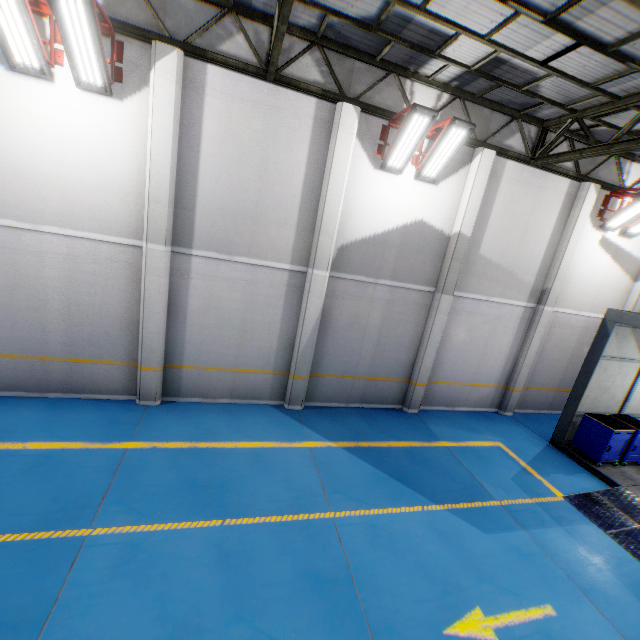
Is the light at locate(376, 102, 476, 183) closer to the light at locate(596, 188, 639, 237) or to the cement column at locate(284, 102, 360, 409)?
the cement column at locate(284, 102, 360, 409)

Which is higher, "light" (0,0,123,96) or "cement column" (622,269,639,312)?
"light" (0,0,123,96)

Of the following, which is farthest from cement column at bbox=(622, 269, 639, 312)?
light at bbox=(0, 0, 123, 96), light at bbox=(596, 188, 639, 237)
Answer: light at bbox=(0, 0, 123, 96)

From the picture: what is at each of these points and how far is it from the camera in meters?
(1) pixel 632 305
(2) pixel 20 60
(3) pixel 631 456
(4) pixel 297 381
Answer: (1) cement column, 11.6
(2) light, 5.8
(3) toolbox, 9.3
(4) cement column, 9.2

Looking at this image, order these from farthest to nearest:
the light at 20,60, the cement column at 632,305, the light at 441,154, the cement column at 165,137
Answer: the cement column at 632,305 → the light at 441,154 → the cement column at 165,137 → the light at 20,60

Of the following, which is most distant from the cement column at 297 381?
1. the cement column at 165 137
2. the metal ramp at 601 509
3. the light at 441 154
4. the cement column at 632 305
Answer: the cement column at 632 305

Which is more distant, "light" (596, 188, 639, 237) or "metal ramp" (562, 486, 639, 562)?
"light" (596, 188, 639, 237)

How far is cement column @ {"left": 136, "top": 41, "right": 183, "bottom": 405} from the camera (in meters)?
6.43
